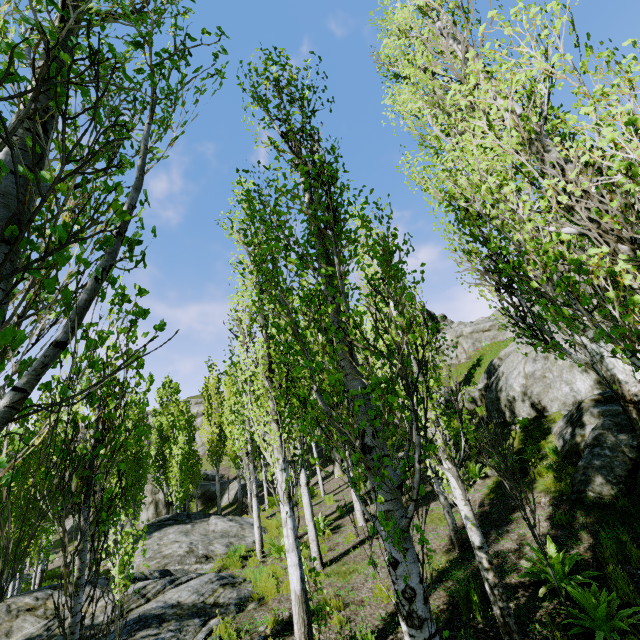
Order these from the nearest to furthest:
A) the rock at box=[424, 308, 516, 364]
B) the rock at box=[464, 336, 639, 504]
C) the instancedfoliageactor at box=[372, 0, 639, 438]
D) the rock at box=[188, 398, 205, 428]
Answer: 1. the instancedfoliageactor at box=[372, 0, 639, 438]
2. the rock at box=[464, 336, 639, 504]
3. the rock at box=[424, 308, 516, 364]
4. the rock at box=[188, 398, 205, 428]

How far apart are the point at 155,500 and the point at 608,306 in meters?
35.8 m

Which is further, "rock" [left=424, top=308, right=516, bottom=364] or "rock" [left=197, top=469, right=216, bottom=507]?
"rock" [left=197, top=469, right=216, bottom=507]

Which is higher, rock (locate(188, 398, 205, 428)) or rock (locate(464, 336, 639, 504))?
rock (locate(188, 398, 205, 428))

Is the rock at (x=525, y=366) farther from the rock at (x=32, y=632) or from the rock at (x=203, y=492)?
the rock at (x=32, y=632)

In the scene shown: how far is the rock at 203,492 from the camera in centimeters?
2828cm

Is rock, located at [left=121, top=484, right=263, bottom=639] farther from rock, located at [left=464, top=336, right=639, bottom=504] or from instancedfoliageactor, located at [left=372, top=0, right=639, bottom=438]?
rock, located at [left=464, top=336, right=639, bottom=504]
